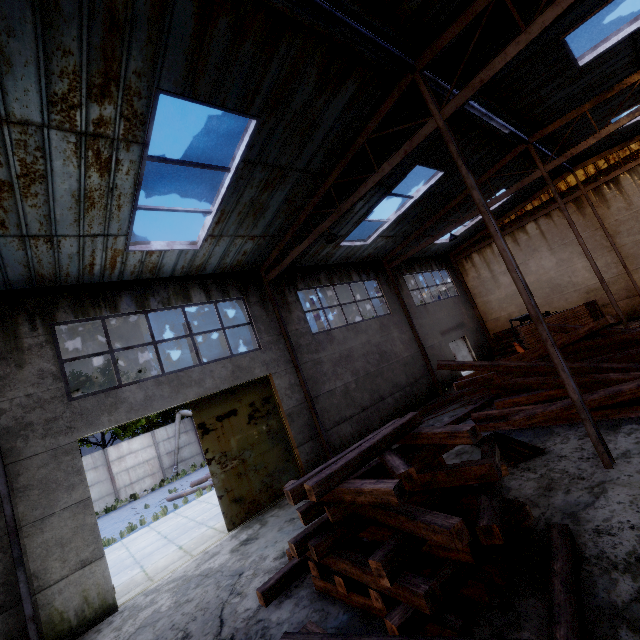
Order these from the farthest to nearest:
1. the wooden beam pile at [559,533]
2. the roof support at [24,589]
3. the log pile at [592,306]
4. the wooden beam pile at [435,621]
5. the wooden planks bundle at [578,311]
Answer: the log pile at [592,306]
the wooden planks bundle at [578,311]
the roof support at [24,589]
the wooden beam pile at [435,621]
the wooden beam pile at [559,533]

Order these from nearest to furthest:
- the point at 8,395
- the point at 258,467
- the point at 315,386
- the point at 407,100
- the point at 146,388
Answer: the point at 8,395 < the point at 407,100 < the point at 146,388 < the point at 258,467 < the point at 315,386

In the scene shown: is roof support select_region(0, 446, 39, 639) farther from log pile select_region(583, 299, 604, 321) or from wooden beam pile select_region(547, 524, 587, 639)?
log pile select_region(583, 299, 604, 321)

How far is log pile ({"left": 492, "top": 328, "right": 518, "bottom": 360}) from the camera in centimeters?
1927cm

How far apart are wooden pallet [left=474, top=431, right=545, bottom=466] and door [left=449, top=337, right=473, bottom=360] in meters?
12.7

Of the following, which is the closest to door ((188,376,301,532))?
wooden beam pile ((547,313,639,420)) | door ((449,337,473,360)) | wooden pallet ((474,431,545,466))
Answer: wooden beam pile ((547,313,639,420))

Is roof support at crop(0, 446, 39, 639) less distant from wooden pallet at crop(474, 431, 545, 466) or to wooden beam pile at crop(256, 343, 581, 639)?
wooden beam pile at crop(256, 343, 581, 639)

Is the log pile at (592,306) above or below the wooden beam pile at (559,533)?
above
